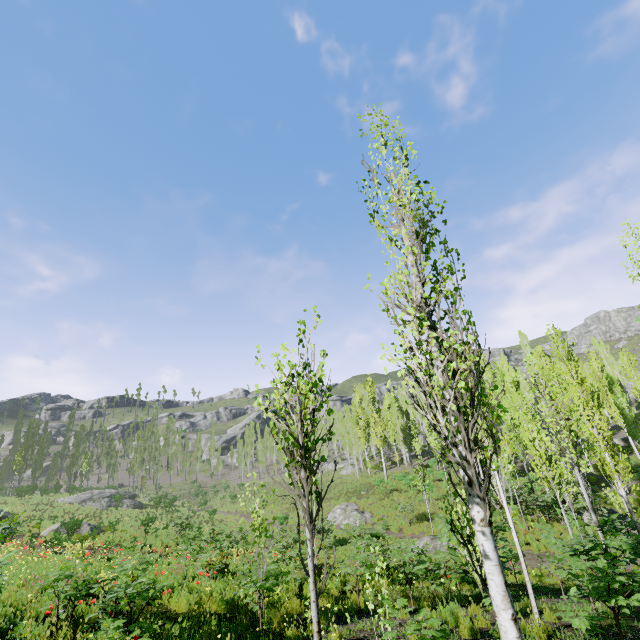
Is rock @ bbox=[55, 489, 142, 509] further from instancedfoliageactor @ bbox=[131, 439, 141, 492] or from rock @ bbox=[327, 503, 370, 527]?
rock @ bbox=[327, 503, 370, 527]

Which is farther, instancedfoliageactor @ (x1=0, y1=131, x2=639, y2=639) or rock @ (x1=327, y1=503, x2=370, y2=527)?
rock @ (x1=327, y1=503, x2=370, y2=527)

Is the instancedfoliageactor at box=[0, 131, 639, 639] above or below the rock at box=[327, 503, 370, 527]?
above

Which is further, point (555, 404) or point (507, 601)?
point (555, 404)

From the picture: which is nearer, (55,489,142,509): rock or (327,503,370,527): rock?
(327,503,370,527): rock

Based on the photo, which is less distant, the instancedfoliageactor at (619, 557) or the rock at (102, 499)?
the instancedfoliageactor at (619, 557)

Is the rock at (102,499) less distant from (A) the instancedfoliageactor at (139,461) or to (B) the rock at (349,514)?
(A) the instancedfoliageactor at (139,461)
